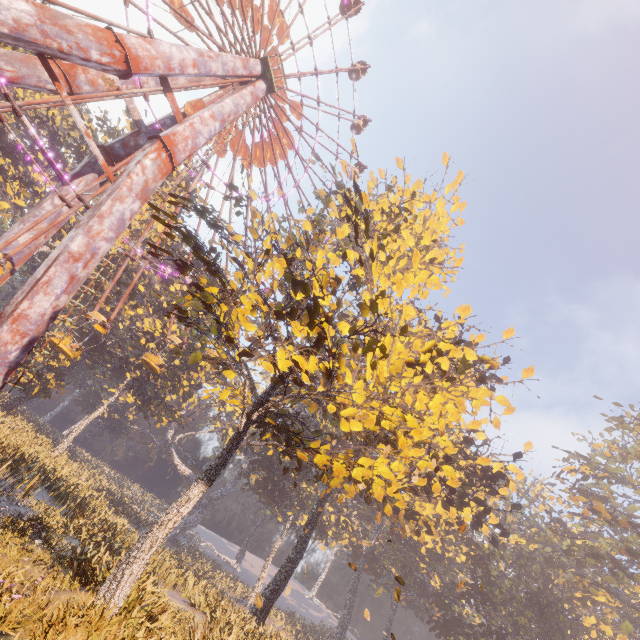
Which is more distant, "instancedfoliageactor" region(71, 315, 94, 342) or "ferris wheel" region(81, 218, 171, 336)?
"instancedfoliageactor" region(71, 315, 94, 342)

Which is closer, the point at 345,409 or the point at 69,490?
the point at 345,409

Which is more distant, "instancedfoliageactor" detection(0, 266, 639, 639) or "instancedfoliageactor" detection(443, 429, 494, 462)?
"instancedfoliageactor" detection(443, 429, 494, 462)

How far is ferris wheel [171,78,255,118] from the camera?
20.4m

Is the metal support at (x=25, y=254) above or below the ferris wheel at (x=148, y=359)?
below

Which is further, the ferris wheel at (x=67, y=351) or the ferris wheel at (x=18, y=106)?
the ferris wheel at (x=67, y=351)

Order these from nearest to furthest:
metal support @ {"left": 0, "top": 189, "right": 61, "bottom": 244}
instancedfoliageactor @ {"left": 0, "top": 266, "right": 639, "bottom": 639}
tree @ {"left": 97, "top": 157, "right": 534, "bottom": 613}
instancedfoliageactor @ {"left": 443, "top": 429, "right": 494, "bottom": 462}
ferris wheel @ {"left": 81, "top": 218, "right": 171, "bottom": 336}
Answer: tree @ {"left": 97, "top": 157, "right": 534, "bottom": 613} → instancedfoliageactor @ {"left": 0, "top": 266, "right": 639, "bottom": 639} → metal support @ {"left": 0, "top": 189, "right": 61, "bottom": 244} → ferris wheel @ {"left": 81, "top": 218, "right": 171, "bottom": 336} → instancedfoliageactor @ {"left": 443, "top": 429, "right": 494, "bottom": 462}

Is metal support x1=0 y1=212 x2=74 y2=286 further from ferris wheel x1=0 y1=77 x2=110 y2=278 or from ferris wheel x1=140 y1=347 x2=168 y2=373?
ferris wheel x1=140 y1=347 x2=168 y2=373
